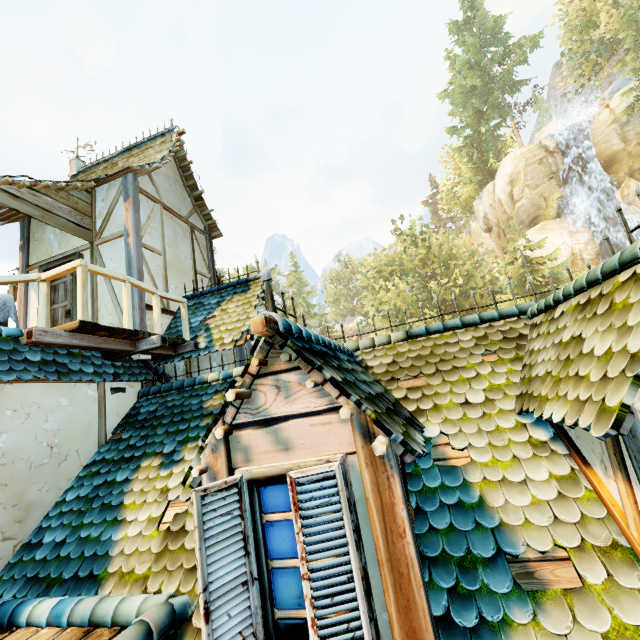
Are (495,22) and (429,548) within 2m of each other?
no

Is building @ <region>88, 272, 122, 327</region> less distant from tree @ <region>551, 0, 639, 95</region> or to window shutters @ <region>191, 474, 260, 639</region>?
window shutters @ <region>191, 474, 260, 639</region>

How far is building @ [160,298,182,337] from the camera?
7.1 meters

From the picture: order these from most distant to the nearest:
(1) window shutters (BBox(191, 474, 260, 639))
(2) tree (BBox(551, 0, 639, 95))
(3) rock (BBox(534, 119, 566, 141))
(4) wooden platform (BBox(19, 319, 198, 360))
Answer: (3) rock (BBox(534, 119, 566, 141)), (2) tree (BBox(551, 0, 639, 95)), (4) wooden platform (BBox(19, 319, 198, 360)), (1) window shutters (BBox(191, 474, 260, 639))

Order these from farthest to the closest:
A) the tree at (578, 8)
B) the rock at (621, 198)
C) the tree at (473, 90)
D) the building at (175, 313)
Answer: the tree at (473, 90) < the rock at (621, 198) < the tree at (578, 8) < the building at (175, 313)

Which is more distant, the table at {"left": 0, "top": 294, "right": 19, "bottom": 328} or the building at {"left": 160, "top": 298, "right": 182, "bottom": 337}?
the building at {"left": 160, "top": 298, "right": 182, "bottom": 337}

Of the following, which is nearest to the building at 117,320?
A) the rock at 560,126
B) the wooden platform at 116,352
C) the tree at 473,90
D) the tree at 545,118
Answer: the wooden platform at 116,352
